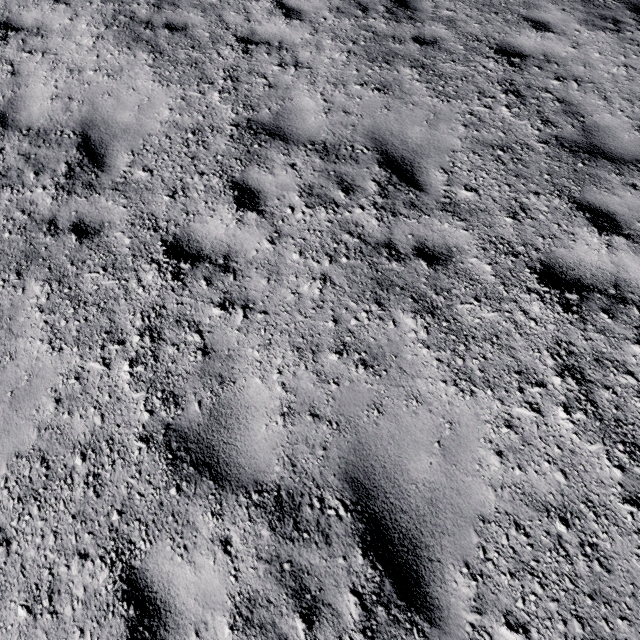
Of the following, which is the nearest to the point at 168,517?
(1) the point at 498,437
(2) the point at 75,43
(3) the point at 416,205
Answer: (1) the point at 498,437
